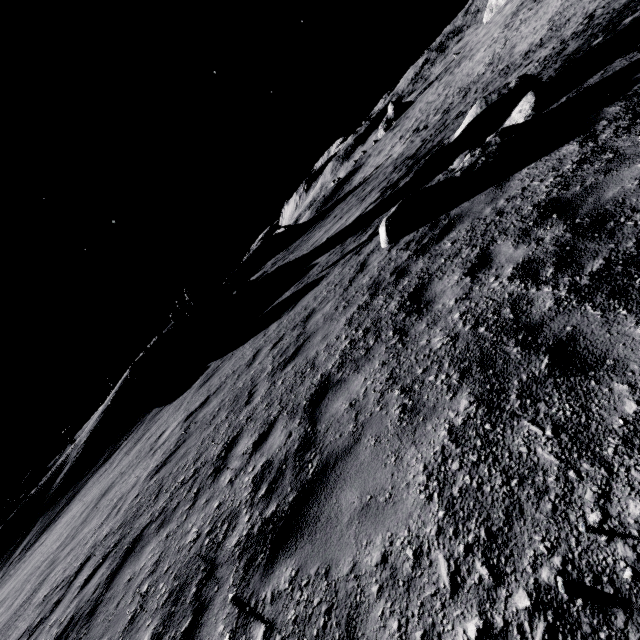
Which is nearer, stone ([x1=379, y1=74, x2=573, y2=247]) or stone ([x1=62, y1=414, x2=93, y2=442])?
stone ([x1=379, y1=74, x2=573, y2=247])

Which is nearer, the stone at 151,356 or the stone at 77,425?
the stone at 151,356

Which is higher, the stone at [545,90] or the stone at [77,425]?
the stone at [77,425]

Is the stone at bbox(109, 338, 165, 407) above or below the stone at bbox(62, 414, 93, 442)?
below

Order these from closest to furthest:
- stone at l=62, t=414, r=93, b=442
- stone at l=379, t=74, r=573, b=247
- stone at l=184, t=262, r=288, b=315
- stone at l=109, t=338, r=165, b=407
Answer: stone at l=379, t=74, r=573, b=247, stone at l=109, t=338, r=165, b=407, stone at l=184, t=262, r=288, b=315, stone at l=62, t=414, r=93, b=442

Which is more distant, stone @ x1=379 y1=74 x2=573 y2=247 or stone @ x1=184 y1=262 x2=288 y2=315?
stone @ x1=184 y1=262 x2=288 y2=315

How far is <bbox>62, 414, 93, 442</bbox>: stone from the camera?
32.0 meters

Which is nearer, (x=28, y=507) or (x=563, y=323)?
(x=563, y=323)
